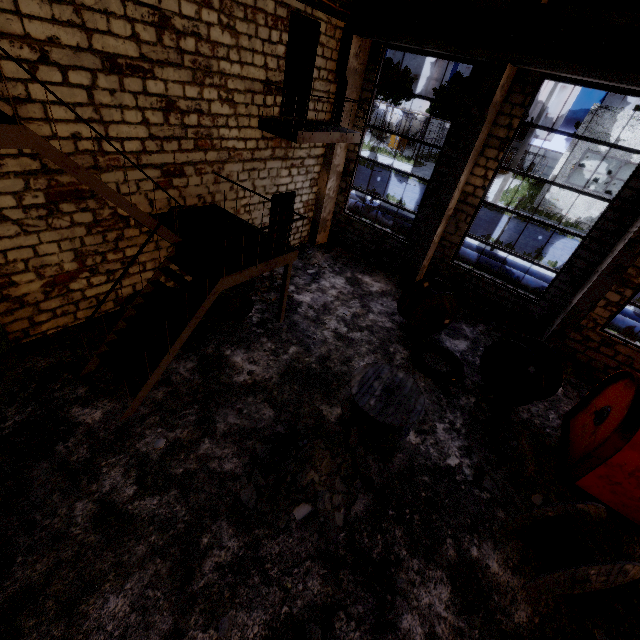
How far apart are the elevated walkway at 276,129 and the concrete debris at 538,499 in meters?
9.3 m

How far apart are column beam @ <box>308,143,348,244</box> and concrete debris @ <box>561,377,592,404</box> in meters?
9.3 m

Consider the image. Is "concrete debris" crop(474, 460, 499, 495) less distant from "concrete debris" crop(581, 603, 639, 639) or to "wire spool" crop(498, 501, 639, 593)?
"wire spool" crop(498, 501, 639, 593)

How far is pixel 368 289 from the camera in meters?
11.1 m

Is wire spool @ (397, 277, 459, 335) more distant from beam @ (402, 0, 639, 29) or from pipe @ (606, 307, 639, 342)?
beam @ (402, 0, 639, 29)

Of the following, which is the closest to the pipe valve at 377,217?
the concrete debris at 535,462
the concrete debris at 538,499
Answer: the concrete debris at 535,462

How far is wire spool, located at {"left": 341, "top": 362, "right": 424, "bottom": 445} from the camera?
6.11m

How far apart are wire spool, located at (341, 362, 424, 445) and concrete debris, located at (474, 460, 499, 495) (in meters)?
1.40
